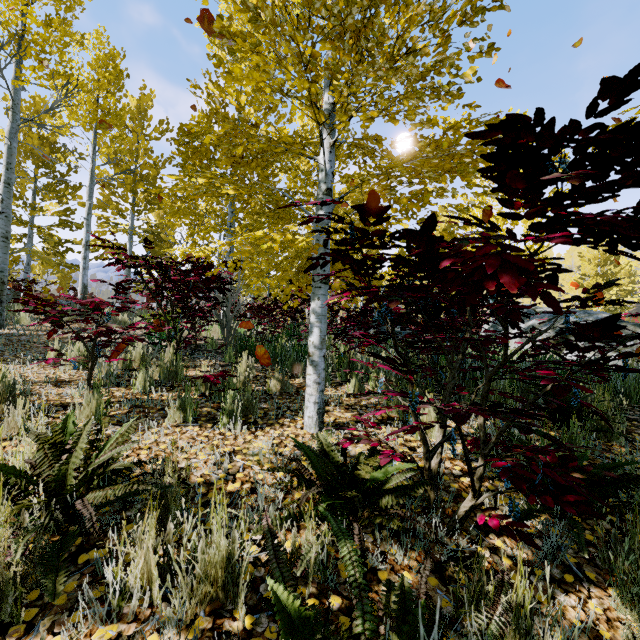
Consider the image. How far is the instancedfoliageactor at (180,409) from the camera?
3.0m

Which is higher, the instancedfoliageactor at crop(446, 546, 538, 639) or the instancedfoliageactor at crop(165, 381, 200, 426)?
the instancedfoliageactor at crop(165, 381, 200, 426)

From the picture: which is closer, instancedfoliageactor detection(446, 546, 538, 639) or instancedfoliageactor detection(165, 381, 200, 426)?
instancedfoliageactor detection(446, 546, 538, 639)

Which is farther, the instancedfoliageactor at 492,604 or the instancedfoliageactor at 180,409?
the instancedfoliageactor at 180,409

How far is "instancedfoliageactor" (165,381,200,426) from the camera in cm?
296

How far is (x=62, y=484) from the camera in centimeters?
176cm
